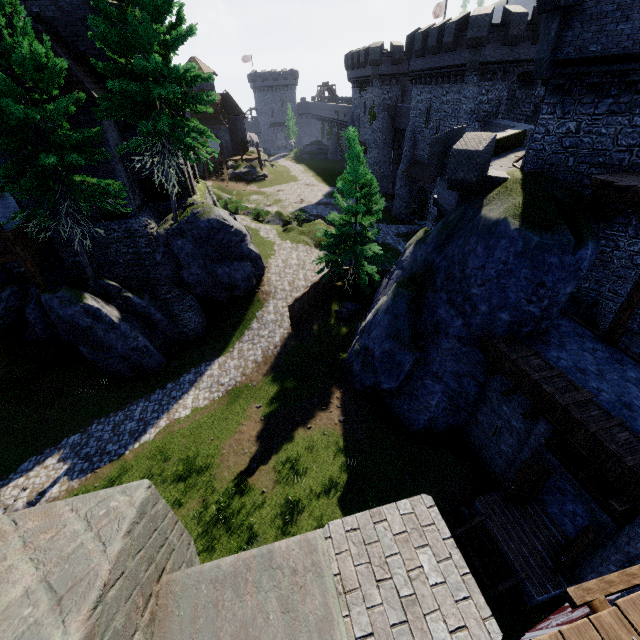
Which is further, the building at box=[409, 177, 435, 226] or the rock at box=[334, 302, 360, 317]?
the building at box=[409, 177, 435, 226]

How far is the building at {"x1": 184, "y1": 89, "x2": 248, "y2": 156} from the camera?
51.2 meters

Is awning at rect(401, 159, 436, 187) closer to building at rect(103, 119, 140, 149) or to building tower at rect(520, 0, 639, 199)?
building tower at rect(520, 0, 639, 199)

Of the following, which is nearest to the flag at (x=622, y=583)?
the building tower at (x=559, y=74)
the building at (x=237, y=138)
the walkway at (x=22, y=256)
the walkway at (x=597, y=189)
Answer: the walkway at (x=597, y=189)

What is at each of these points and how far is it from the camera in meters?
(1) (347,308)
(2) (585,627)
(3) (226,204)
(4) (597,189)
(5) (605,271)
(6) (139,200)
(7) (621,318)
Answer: (1) rock, 23.1
(2) walkway, 2.8
(3) bush, 37.0
(4) walkway, 10.7
(5) building tower, 12.7
(6) building, 20.3
(7) walkway, 10.8

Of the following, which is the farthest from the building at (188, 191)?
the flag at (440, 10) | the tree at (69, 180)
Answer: the flag at (440, 10)

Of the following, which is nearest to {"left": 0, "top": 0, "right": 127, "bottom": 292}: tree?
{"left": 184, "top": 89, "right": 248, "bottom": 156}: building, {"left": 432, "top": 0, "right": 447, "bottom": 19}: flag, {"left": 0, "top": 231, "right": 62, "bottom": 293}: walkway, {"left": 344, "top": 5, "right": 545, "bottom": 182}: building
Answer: {"left": 0, "top": 231, "right": 62, "bottom": 293}: walkway

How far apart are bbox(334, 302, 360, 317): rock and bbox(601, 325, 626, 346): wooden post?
13.8 meters
